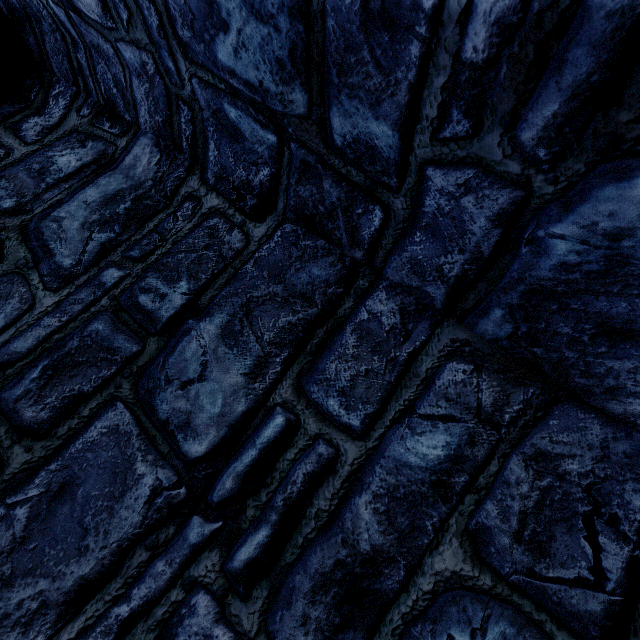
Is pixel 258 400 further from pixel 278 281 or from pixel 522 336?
pixel 522 336
